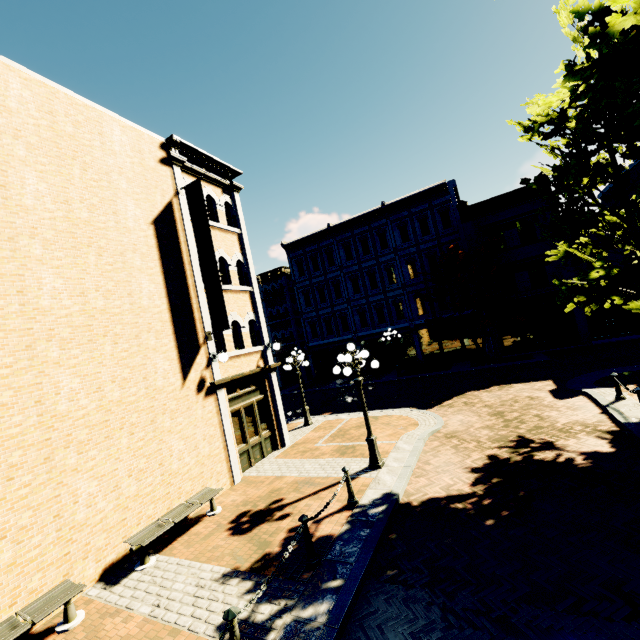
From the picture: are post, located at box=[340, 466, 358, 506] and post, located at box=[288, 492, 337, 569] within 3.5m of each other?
yes

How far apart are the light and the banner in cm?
347

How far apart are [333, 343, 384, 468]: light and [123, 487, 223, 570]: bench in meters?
4.2 m

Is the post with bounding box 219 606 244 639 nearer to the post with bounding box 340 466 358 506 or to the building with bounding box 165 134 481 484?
the post with bounding box 340 466 358 506

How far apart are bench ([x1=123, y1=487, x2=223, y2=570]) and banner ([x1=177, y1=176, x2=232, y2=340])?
4.4m

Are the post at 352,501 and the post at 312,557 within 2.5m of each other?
yes

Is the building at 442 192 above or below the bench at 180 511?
above

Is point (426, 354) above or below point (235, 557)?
above
